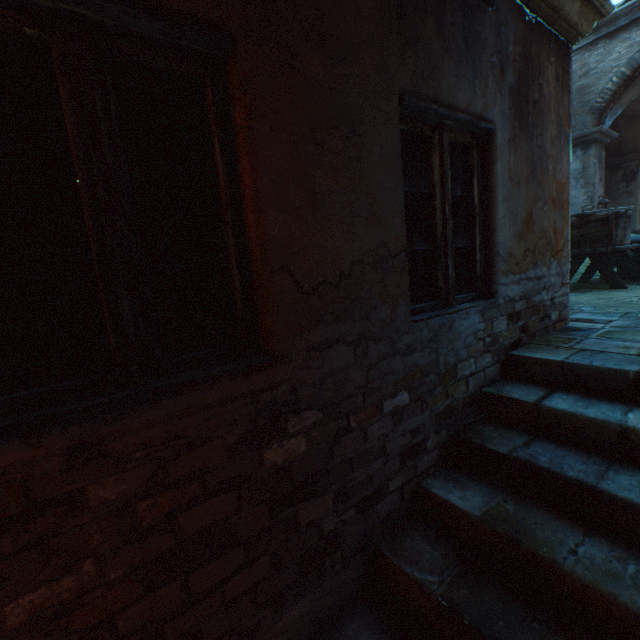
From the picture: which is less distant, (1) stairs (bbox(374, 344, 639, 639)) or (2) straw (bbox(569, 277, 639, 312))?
(1) stairs (bbox(374, 344, 639, 639))

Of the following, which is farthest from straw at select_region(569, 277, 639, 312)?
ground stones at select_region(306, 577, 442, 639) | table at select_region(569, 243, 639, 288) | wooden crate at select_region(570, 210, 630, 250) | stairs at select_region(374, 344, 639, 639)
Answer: ground stones at select_region(306, 577, 442, 639)

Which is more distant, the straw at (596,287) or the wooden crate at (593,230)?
the wooden crate at (593,230)

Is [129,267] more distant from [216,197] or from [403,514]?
[403,514]

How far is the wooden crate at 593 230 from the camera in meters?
5.2 m

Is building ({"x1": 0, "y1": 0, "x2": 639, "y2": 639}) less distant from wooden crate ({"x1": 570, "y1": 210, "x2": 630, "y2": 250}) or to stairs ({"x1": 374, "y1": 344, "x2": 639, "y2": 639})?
stairs ({"x1": 374, "y1": 344, "x2": 639, "y2": 639})

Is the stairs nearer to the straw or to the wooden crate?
the straw

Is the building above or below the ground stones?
above
